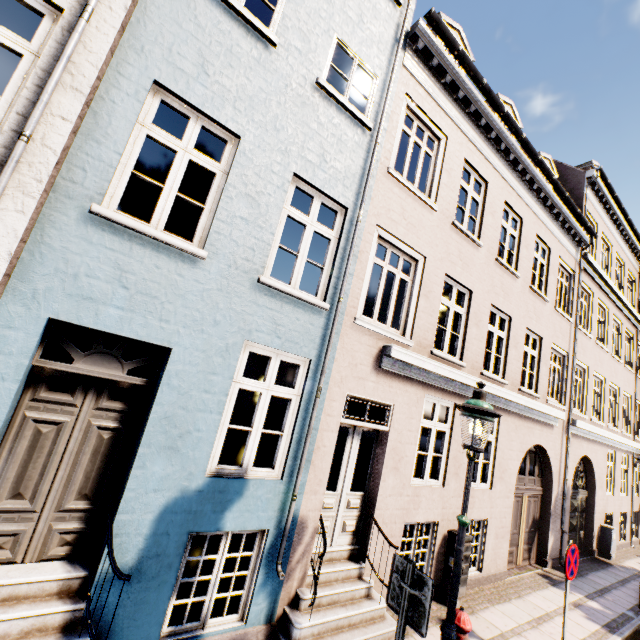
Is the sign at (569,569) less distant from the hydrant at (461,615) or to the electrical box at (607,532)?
the hydrant at (461,615)

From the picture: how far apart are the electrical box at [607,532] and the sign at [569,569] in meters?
9.5

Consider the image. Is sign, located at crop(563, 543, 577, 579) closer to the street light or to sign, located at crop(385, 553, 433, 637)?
the street light

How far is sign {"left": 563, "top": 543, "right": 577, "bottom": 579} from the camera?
5.2 meters

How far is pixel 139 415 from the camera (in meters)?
3.98

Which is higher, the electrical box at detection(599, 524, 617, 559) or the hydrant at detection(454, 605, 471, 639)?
the hydrant at detection(454, 605, 471, 639)

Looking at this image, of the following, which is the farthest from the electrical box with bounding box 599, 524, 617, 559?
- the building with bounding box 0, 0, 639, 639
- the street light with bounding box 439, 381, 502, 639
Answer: the building with bounding box 0, 0, 639, 639

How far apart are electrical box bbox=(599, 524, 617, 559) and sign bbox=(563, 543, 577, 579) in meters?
9.5
